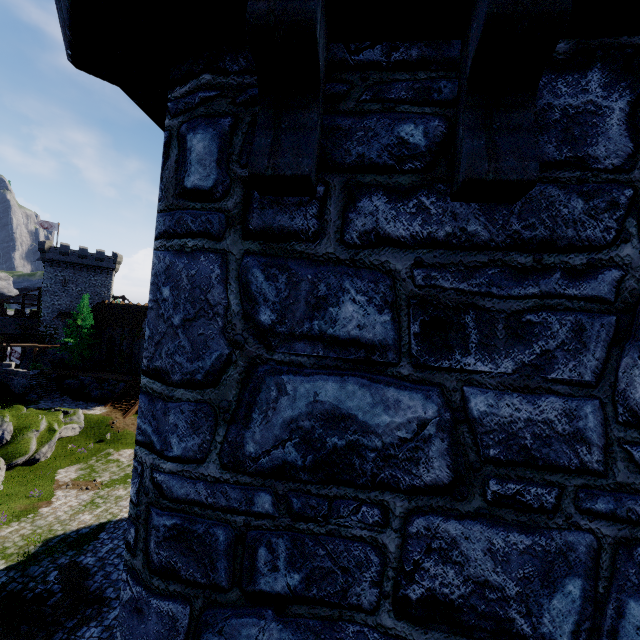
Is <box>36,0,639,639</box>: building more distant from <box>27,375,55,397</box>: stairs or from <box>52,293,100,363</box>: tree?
<box>52,293,100,363</box>: tree

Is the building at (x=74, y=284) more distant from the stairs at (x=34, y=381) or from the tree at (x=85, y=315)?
the tree at (x=85, y=315)

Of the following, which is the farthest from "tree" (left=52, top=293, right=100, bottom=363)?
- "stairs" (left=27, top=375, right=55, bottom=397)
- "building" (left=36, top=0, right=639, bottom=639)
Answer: "building" (left=36, top=0, right=639, bottom=639)

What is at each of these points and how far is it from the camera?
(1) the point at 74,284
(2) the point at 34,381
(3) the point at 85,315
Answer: (1) building, 56.2 meters
(2) stairs, 35.4 meters
(3) tree, 41.0 meters

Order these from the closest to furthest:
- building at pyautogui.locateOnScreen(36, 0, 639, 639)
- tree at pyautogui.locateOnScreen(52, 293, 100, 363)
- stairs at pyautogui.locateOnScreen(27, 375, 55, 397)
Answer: building at pyautogui.locateOnScreen(36, 0, 639, 639), stairs at pyautogui.locateOnScreen(27, 375, 55, 397), tree at pyautogui.locateOnScreen(52, 293, 100, 363)
